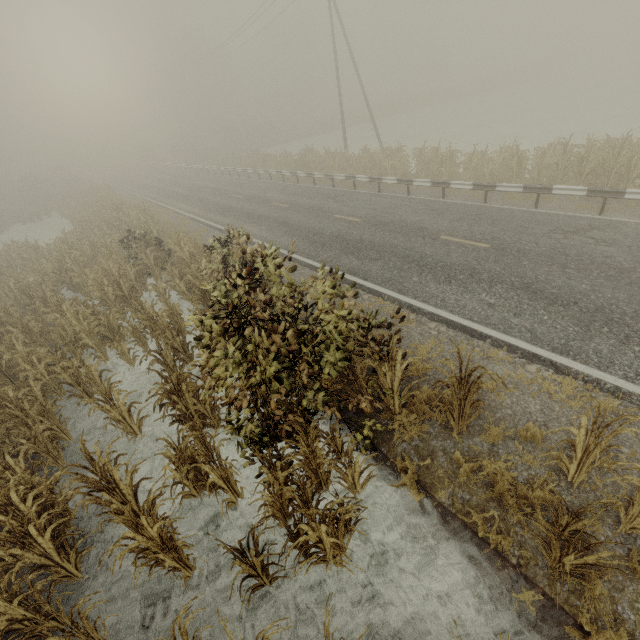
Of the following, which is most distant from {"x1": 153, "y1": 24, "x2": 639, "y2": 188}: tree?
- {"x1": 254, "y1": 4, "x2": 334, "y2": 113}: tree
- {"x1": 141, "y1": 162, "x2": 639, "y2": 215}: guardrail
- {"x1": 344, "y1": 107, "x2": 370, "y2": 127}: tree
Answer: {"x1": 254, "y1": 4, "x2": 334, "y2": 113}: tree

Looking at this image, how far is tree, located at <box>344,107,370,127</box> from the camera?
47.3 meters

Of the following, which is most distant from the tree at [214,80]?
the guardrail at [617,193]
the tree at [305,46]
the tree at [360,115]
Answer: the tree at [305,46]

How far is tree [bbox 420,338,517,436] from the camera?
4.66m

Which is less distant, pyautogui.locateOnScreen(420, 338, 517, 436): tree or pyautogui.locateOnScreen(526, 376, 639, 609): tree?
pyautogui.locateOnScreen(526, 376, 639, 609): tree

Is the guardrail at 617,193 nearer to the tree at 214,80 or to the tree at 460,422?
the tree at 214,80

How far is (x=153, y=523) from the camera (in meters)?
5.70

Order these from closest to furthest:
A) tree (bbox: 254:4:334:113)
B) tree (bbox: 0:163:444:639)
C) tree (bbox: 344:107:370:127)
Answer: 1. tree (bbox: 0:163:444:639)
2. tree (bbox: 344:107:370:127)
3. tree (bbox: 254:4:334:113)
